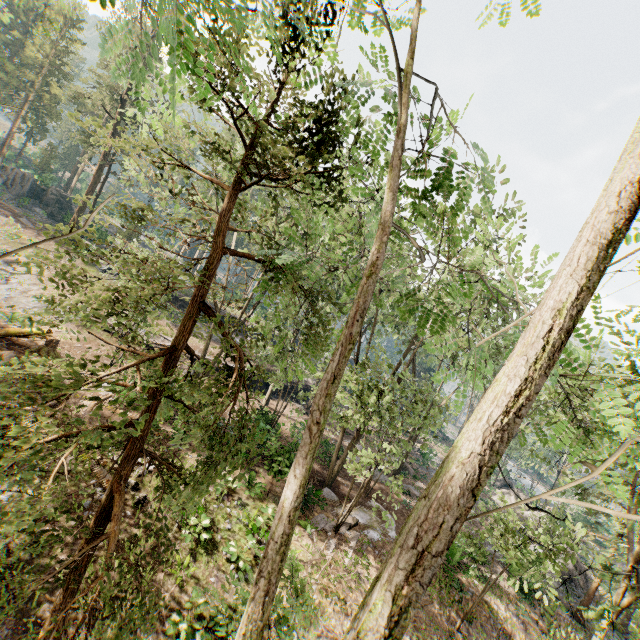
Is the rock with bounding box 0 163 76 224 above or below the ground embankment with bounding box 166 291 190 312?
above

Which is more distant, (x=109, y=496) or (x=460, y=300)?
(x=460, y=300)

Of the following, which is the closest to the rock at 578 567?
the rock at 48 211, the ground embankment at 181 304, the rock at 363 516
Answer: the rock at 363 516

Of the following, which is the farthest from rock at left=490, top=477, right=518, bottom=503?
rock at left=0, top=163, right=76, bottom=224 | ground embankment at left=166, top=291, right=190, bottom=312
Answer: rock at left=0, top=163, right=76, bottom=224

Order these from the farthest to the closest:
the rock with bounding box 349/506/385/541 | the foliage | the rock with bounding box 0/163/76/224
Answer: the rock with bounding box 0/163/76/224 < the rock with bounding box 349/506/385/541 < the foliage

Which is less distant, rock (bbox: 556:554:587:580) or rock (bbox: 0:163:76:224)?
rock (bbox: 556:554:587:580)

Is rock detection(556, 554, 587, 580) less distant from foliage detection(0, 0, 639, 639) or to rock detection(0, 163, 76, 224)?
foliage detection(0, 0, 639, 639)

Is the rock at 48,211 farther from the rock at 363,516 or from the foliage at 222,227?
the rock at 363,516
